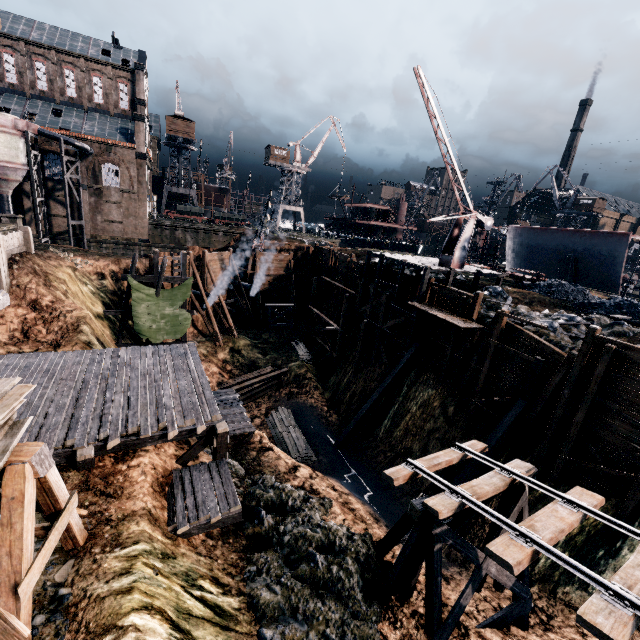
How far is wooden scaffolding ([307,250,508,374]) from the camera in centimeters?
2575cm

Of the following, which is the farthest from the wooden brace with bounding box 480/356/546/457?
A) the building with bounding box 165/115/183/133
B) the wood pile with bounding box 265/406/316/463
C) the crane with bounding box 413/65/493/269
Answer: the building with bounding box 165/115/183/133

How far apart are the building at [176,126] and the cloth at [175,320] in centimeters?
4917cm

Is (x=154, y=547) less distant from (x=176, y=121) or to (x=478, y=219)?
(x=478, y=219)

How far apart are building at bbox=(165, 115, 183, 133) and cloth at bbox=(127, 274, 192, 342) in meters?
49.2 m

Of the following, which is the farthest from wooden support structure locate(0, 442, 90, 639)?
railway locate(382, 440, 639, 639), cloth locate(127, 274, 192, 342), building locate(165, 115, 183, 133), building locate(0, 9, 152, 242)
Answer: building locate(165, 115, 183, 133)

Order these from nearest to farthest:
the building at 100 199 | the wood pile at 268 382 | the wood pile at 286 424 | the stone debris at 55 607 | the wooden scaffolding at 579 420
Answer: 1. the stone debris at 55 607
2. the wooden scaffolding at 579 420
3. the wood pile at 286 424
4. the wood pile at 268 382
5. the building at 100 199

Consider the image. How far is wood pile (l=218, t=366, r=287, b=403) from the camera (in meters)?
30.03
